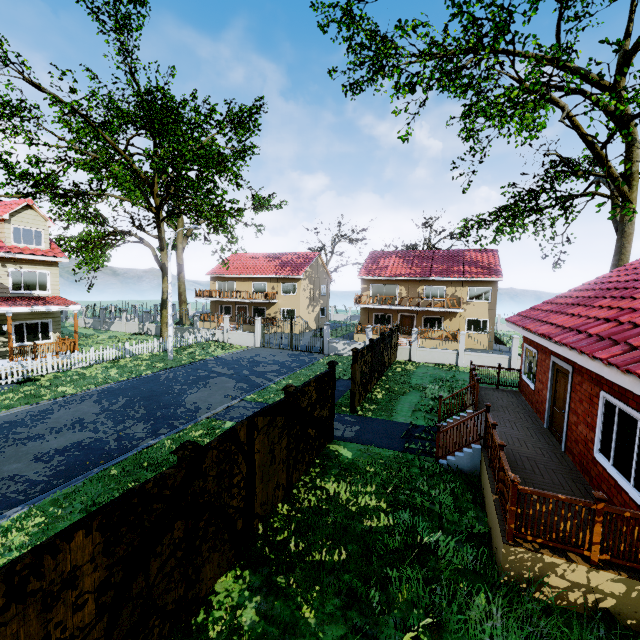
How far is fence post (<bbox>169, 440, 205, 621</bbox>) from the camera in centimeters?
436cm

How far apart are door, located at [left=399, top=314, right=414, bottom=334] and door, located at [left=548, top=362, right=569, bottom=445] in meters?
23.1

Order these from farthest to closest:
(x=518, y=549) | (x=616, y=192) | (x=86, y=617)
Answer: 1. (x=616, y=192)
2. (x=518, y=549)
3. (x=86, y=617)

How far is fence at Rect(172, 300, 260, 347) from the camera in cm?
2720

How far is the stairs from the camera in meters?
8.5 m

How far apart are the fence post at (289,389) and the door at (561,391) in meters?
7.0

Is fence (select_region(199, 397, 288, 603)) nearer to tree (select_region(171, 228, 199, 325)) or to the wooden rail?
tree (select_region(171, 228, 199, 325))

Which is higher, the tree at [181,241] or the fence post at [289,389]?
the tree at [181,241]
